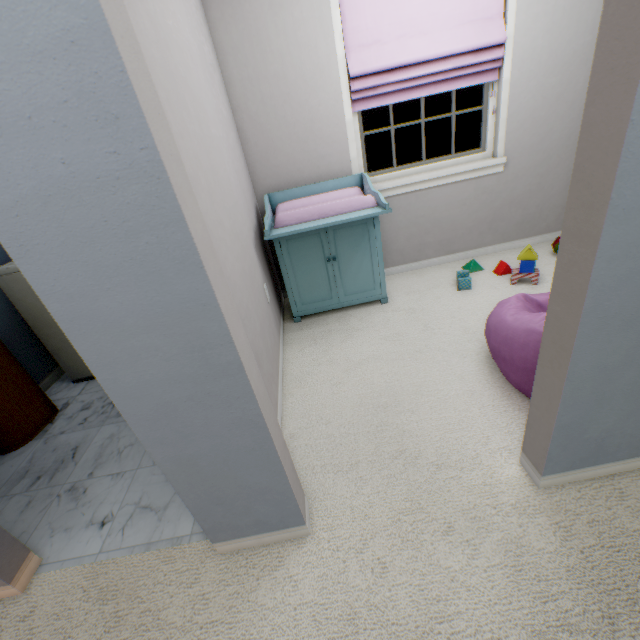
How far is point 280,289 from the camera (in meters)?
3.07

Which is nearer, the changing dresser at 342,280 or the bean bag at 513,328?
the bean bag at 513,328

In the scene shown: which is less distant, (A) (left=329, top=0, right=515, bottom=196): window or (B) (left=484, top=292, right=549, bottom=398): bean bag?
(B) (left=484, top=292, right=549, bottom=398): bean bag

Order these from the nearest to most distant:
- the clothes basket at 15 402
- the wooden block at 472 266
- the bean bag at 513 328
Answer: the bean bag at 513 328
the clothes basket at 15 402
the wooden block at 472 266

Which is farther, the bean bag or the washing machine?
the washing machine

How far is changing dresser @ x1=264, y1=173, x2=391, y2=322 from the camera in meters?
2.2 m

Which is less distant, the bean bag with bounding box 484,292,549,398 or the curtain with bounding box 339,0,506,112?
the bean bag with bounding box 484,292,549,398

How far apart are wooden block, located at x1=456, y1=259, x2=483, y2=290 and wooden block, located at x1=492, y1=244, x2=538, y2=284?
0.3 meters
